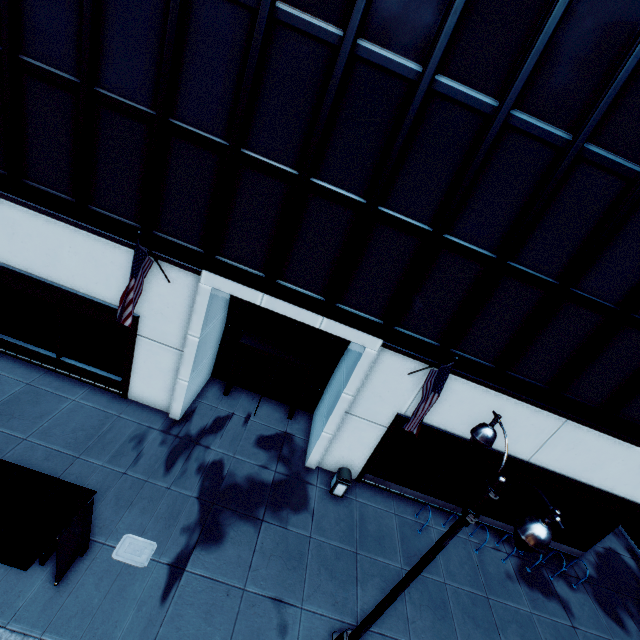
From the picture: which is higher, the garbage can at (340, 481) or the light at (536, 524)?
the light at (536, 524)

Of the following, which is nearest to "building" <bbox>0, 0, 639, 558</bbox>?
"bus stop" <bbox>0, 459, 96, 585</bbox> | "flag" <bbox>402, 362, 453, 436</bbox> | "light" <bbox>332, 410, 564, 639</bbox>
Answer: "flag" <bbox>402, 362, 453, 436</bbox>

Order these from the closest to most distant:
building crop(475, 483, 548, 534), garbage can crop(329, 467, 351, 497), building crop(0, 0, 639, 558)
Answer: building crop(0, 0, 639, 558), garbage can crop(329, 467, 351, 497), building crop(475, 483, 548, 534)

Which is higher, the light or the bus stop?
the light

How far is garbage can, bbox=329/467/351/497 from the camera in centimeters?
A: 1166cm

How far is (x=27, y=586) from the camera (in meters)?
7.18

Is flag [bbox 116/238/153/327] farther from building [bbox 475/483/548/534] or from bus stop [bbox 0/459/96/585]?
bus stop [bbox 0/459/96/585]

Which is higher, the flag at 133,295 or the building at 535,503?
the flag at 133,295
